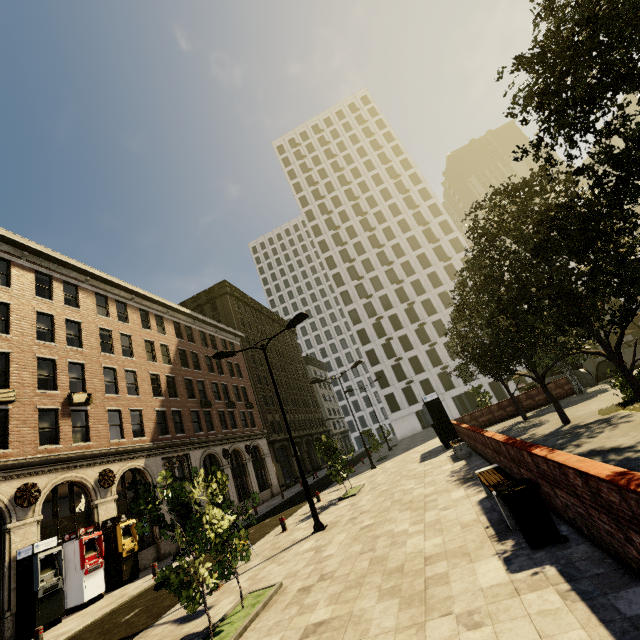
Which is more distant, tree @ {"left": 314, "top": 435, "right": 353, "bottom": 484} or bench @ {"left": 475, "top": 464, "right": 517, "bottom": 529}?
tree @ {"left": 314, "top": 435, "right": 353, "bottom": 484}

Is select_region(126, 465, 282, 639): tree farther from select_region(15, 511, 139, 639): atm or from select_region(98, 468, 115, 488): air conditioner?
select_region(98, 468, 115, 488): air conditioner

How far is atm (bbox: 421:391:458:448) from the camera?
19.67m

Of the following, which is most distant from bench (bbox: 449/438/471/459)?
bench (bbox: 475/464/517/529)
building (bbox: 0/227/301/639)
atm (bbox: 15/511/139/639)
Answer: building (bbox: 0/227/301/639)

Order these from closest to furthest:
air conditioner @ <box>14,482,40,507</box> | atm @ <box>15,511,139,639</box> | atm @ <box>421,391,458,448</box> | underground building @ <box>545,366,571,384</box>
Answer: atm @ <box>15,511,139,639</box> < air conditioner @ <box>14,482,40,507</box> < atm @ <box>421,391,458,448</box> < underground building @ <box>545,366,571,384</box>

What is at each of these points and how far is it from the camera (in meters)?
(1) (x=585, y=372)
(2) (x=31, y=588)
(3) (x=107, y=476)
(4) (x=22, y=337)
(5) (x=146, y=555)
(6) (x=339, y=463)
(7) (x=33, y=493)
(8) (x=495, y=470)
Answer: (1) underground building, 22.36
(2) atm, 12.87
(3) air conditioner, 18.34
(4) building, 17.62
(5) building, 18.92
(6) tree, 16.92
(7) air conditioner, 14.84
(8) bench, 7.92

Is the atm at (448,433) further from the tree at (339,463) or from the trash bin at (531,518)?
the trash bin at (531,518)

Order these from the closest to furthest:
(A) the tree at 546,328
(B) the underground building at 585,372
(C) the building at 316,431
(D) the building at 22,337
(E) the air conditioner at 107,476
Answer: (A) the tree at 546,328, (D) the building at 22,337, (E) the air conditioner at 107,476, (B) the underground building at 585,372, (C) the building at 316,431
